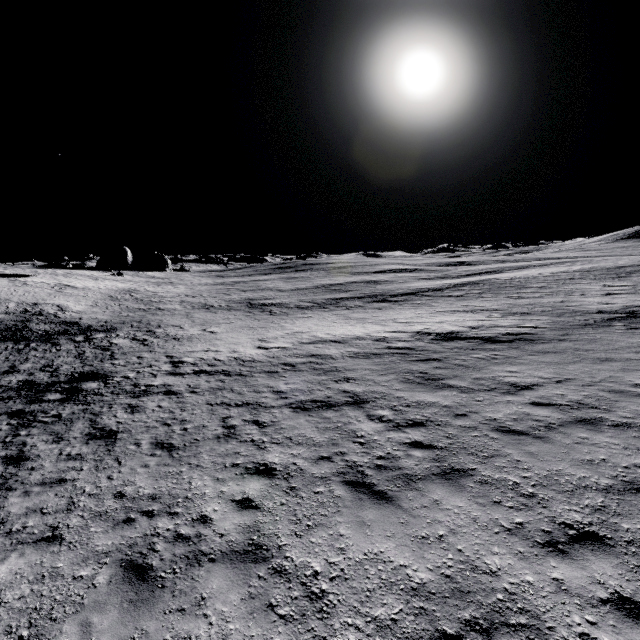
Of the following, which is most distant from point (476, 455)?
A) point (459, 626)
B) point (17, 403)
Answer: point (17, 403)
